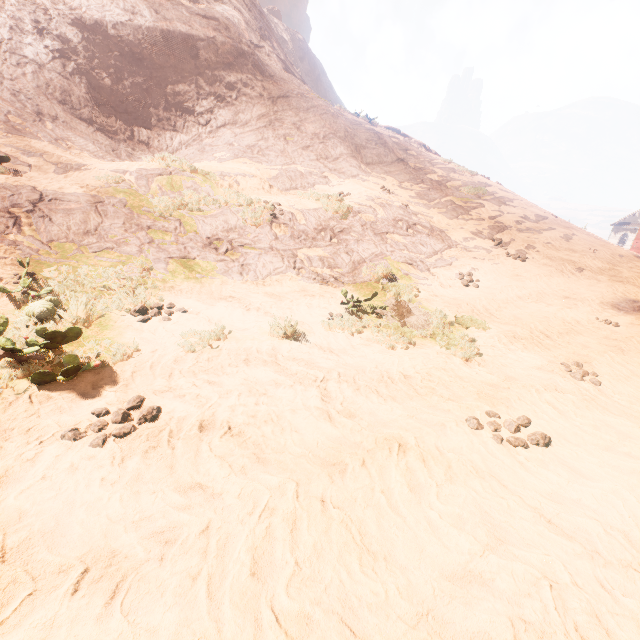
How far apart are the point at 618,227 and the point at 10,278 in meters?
79.0 m

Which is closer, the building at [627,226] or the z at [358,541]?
the z at [358,541]

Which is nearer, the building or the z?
the z
